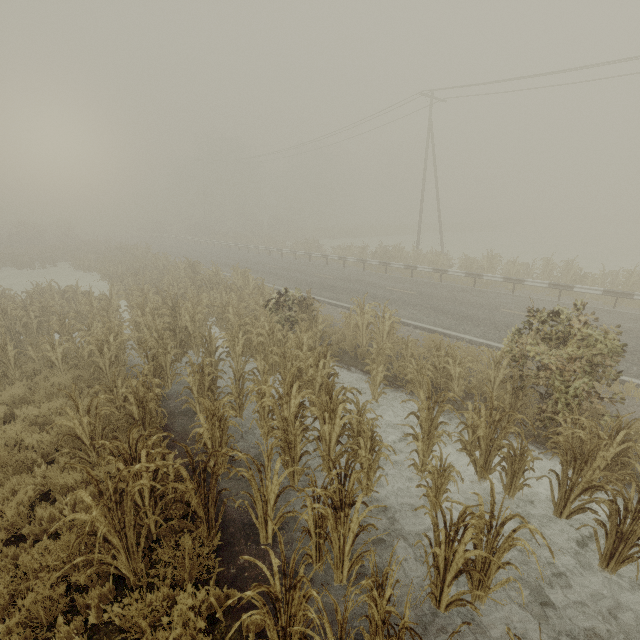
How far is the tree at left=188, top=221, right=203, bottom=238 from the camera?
53.8 meters

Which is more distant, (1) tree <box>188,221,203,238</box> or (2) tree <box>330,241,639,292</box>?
(1) tree <box>188,221,203,238</box>

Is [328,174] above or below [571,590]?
above

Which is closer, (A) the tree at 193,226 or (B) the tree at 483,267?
(B) the tree at 483,267

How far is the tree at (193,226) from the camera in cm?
5381

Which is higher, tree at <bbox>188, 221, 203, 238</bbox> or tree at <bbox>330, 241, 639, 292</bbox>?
tree at <bbox>188, 221, 203, 238</bbox>
